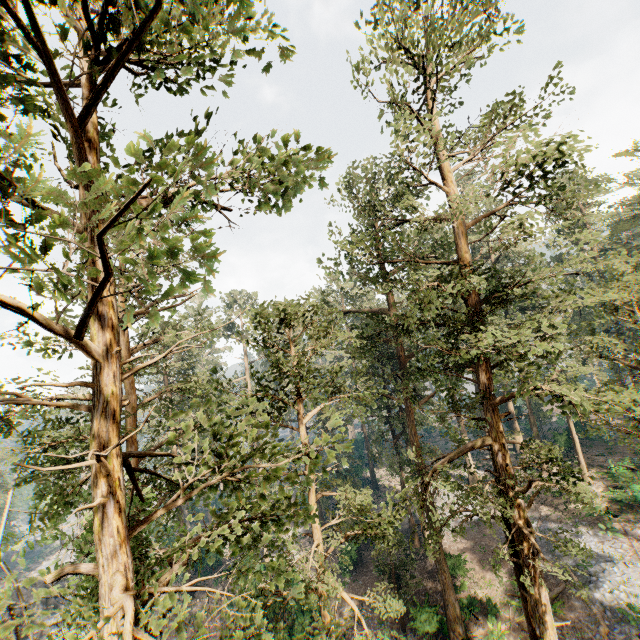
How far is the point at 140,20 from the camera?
5.1 meters
